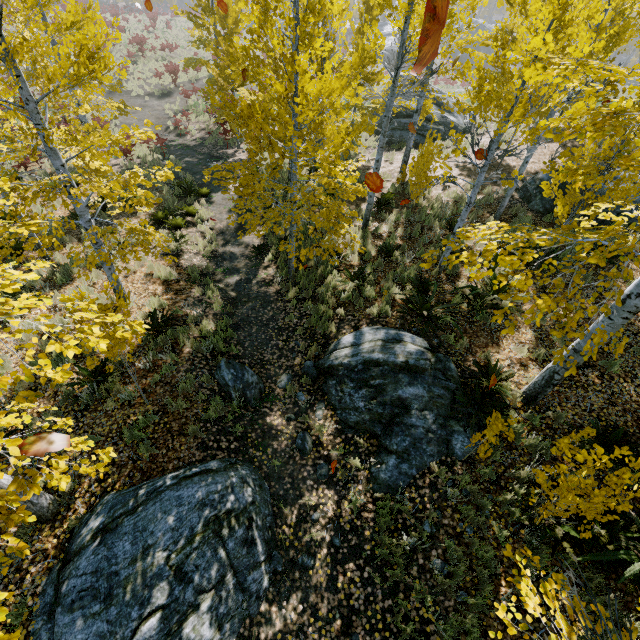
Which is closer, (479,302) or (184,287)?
(479,302)

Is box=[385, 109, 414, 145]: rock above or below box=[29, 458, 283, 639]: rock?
above

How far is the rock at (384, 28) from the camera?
45.8 meters

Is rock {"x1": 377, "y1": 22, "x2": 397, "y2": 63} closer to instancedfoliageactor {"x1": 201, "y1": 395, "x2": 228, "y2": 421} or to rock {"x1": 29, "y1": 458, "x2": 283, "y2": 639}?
instancedfoliageactor {"x1": 201, "y1": 395, "x2": 228, "y2": 421}

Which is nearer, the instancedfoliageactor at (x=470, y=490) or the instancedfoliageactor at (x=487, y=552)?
the instancedfoliageactor at (x=487, y=552)

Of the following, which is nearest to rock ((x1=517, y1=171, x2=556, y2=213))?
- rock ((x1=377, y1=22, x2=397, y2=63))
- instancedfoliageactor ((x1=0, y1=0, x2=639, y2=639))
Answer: instancedfoliageactor ((x1=0, y1=0, x2=639, y2=639))

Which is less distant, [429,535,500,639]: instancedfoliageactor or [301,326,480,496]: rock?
[429,535,500,639]: instancedfoliageactor

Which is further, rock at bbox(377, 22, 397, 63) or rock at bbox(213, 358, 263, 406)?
rock at bbox(377, 22, 397, 63)
